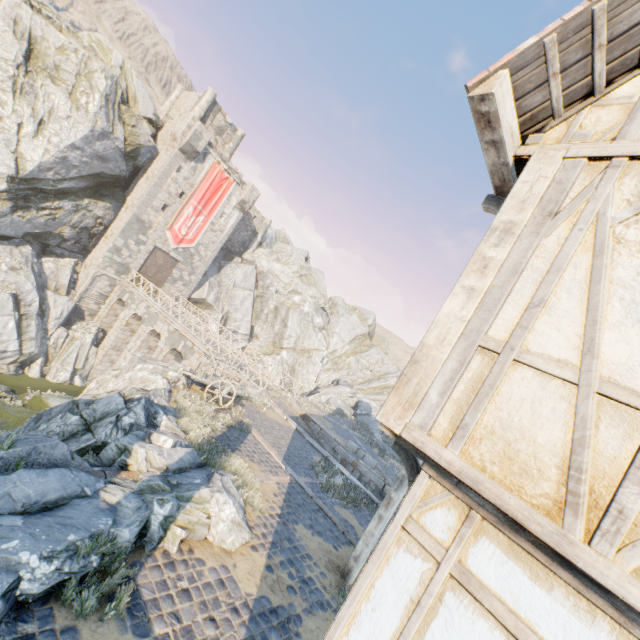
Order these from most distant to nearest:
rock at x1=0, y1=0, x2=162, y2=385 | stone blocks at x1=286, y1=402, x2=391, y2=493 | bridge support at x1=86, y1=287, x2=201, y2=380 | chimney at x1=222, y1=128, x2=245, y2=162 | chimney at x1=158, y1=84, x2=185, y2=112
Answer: chimney at x1=222, y1=128, x2=245, y2=162, chimney at x1=158, y1=84, x2=185, y2=112, bridge support at x1=86, y1=287, x2=201, y2=380, rock at x1=0, y1=0, x2=162, y2=385, stone blocks at x1=286, y1=402, x2=391, y2=493

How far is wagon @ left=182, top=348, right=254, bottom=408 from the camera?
12.4 meters

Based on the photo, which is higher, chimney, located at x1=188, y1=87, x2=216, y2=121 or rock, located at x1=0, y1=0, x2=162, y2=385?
chimney, located at x1=188, y1=87, x2=216, y2=121

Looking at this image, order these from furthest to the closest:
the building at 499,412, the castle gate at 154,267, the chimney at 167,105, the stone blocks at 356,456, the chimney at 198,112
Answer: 1. the chimney at 167,105
2. the chimney at 198,112
3. the castle gate at 154,267
4. the stone blocks at 356,456
5. the building at 499,412

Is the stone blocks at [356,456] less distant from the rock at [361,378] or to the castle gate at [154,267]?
the rock at [361,378]

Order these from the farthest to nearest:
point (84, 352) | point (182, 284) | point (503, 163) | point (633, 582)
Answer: point (182, 284)
point (84, 352)
point (503, 163)
point (633, 582)

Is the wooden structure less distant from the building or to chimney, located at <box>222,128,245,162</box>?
the building

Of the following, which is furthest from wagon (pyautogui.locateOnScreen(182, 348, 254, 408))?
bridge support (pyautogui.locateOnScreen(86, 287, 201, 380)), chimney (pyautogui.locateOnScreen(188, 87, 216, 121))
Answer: chimney (pyautogui.locateOnScreen(188, 87, 216, 121))
